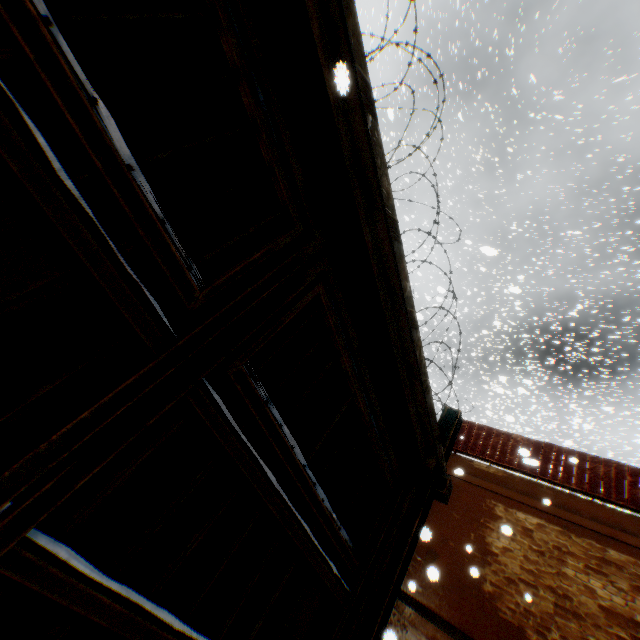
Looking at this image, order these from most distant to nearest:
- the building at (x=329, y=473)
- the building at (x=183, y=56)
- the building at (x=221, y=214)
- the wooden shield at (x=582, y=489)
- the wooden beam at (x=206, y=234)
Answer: the wooden shield at (x=582, y=489)
the building at (x=329, y=473)
the wooden beam at (x=206, y=234)
the building at (x=221, y=214)
the building at (x=183, y=56)

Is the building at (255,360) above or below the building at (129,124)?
below

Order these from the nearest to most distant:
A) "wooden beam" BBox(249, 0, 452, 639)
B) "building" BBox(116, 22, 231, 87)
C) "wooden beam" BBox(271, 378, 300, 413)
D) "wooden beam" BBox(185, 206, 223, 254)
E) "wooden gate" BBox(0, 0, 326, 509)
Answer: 1. "wooden gate" BBox(0, 0, 326, 509)
2. "wooden beam" BBox(249, 0, 452, 639)
3. "building" BBox(116, 22, 231, 87)
4. "wooden beam" BBox(185, 206, 223, 254)
5. "wooden beam" BBox(271, 378, 300, 413)

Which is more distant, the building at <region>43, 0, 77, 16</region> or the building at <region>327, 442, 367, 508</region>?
the building at <region>327, 442, 367, 508</region>

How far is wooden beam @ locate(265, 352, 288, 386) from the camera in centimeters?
451cm

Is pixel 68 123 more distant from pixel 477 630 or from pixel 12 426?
pixel 477 630

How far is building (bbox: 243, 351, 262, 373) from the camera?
4.97m
